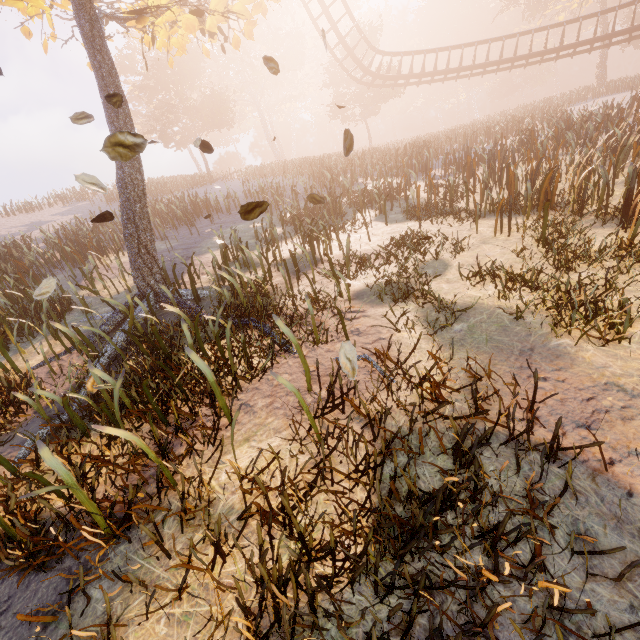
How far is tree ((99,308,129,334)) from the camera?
6.7m

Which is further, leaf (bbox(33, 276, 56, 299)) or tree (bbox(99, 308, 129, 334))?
tree (bbox(99, 308, 129, 334))

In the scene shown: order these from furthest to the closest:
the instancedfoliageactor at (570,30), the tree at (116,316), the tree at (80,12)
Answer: the instancedfoliageactor at (570,30) → the tree at (116,316) → the tree at (80,12)

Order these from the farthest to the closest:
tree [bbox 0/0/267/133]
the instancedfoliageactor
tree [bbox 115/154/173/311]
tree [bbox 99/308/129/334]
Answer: the instancedfoliageactor, tree [bbox 99/308/129/334], tree [bbox 115/154/173/311], tree [bbox 0/0/267/133]

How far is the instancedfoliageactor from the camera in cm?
5116

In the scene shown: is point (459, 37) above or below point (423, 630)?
above

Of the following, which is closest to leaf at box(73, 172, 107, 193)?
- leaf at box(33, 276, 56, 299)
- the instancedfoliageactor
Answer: leaf at box(33, 276, 56, 299)

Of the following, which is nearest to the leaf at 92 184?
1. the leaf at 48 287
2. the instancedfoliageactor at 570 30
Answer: the leaf at 48 287
